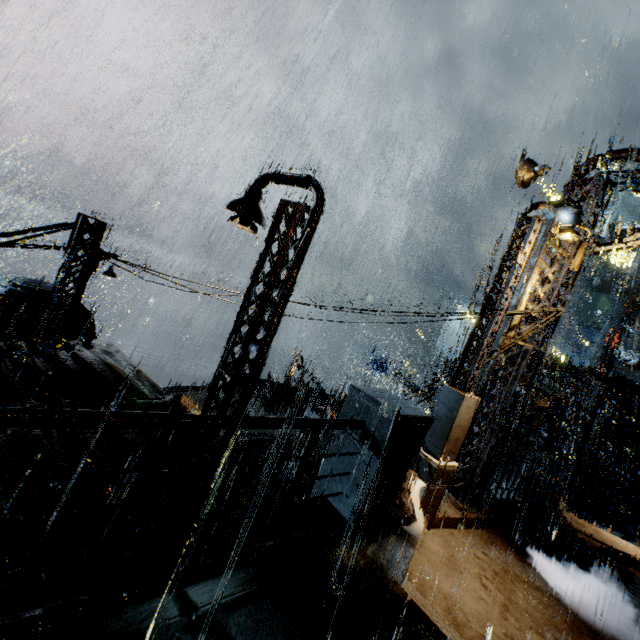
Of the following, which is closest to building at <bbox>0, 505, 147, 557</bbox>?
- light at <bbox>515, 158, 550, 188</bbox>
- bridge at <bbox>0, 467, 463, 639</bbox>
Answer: bridge at <bbox>0, 467, 463, 639</bbox>

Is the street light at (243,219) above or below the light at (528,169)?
below

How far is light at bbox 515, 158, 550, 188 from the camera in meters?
8.9

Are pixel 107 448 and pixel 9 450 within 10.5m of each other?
yes

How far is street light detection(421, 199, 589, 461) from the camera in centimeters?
708cm

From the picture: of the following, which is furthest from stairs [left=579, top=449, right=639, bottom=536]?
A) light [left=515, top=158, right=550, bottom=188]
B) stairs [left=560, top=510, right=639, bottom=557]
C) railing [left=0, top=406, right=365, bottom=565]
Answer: railing [left=0, top=406, right=365, bottom=565]

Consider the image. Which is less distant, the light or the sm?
the light

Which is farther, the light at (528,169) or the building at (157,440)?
the light at (528,169)
